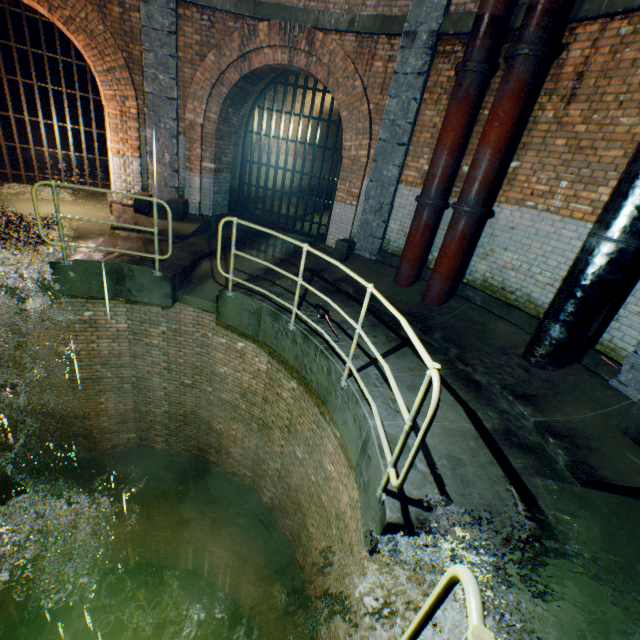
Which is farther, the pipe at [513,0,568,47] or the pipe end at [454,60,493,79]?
the pipe end at [454,60,493,79]

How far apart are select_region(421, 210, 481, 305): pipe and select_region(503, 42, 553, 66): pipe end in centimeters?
212cm

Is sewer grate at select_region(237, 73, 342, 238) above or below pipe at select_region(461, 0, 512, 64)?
below

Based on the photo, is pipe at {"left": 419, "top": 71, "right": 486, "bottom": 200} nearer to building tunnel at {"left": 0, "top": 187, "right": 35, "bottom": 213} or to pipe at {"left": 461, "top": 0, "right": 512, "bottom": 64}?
pipe at {"left": 461, "top": 0, "right": 512, "bottom": 64}

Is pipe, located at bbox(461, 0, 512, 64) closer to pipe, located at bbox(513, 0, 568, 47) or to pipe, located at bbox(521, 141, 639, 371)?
pipe, located at bbox(513, 0, 568, 47)

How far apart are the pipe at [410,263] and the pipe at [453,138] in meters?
0.1 m

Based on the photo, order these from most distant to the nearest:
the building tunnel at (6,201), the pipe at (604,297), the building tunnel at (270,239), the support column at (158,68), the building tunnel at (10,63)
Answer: the building tunnel at (10,63), the building tunnel at (270,239), the building tunnel at (6,201), the support column at (158,68), the pipe at (604,297)

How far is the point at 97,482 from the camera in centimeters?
827cm
